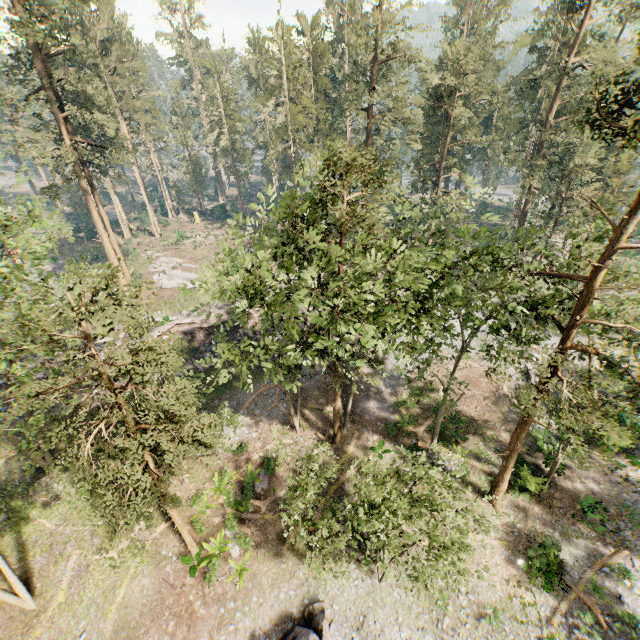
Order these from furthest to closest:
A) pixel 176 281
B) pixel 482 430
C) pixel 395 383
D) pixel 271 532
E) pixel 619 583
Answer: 1. pixel 176 281
2. pixel 395 383
3. pixel 482 430
4. pixel 271 532
5. pixel 619 583

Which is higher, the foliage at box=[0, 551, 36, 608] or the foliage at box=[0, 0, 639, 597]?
the foliage at box=[0, 0, 639, 597]

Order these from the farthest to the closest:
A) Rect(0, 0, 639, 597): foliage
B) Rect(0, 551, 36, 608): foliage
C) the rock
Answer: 1. Rect(0, 551, 36, 608): foliage
2. the rock
3. Rect(0, 0, 639, 597): foliage

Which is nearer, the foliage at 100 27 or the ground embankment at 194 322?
the foliage at 100 27

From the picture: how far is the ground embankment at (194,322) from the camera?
31.7m

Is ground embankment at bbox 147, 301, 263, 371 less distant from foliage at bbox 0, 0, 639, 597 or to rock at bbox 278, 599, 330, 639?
foliage at bbox 0, 0, 639, 597
